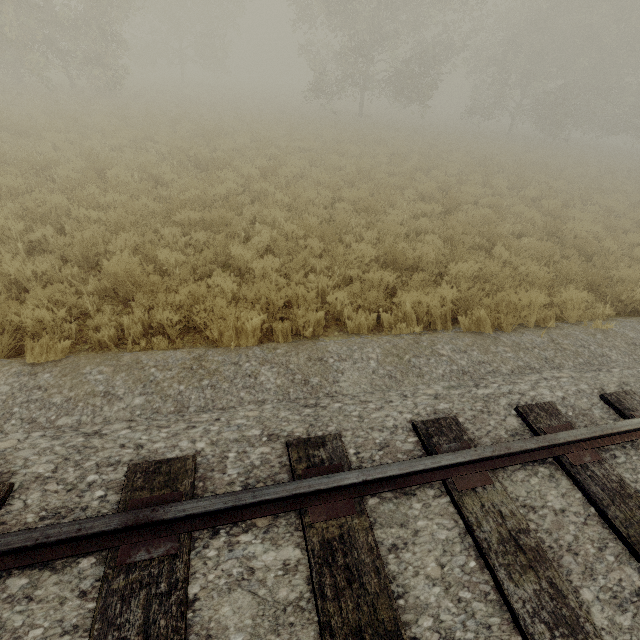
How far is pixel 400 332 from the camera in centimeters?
493cm
